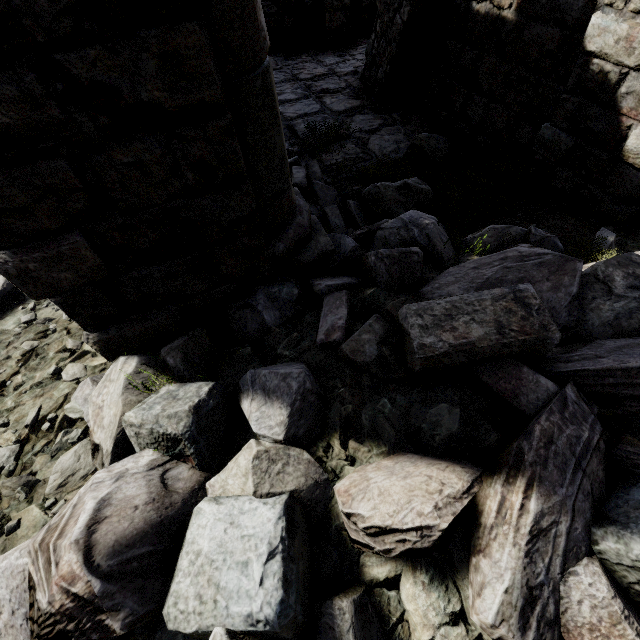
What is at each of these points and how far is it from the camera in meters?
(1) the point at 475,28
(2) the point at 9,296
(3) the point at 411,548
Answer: (1) building, 4.6
(2) rubble, 3.3
(3) rubble, 1.1

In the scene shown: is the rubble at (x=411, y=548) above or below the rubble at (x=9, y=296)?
above

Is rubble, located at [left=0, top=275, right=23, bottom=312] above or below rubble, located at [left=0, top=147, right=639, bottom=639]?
below

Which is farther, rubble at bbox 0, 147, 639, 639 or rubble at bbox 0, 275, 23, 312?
rubble at bbox 0, 275, 23, 312

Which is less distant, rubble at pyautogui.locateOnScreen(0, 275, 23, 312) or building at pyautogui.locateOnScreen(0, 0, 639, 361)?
building at pyautogui.locateOnScreen(0, 0, 639, 361)

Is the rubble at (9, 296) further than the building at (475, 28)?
Yes
